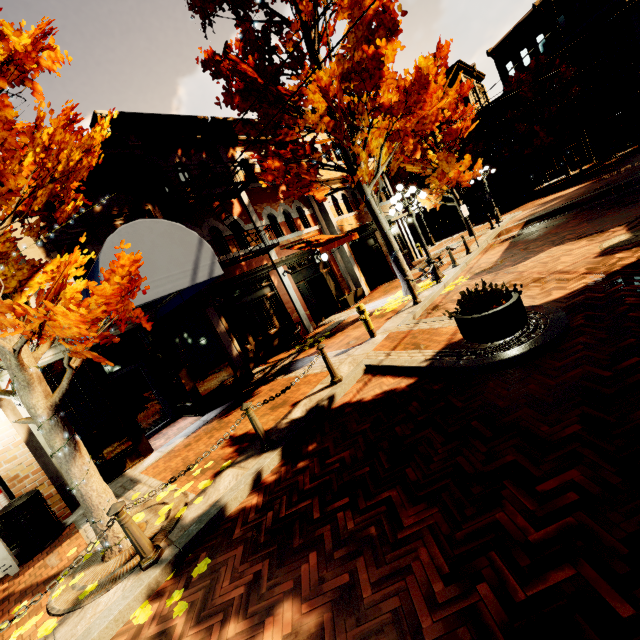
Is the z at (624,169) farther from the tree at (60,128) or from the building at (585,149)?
the building at (585,149)

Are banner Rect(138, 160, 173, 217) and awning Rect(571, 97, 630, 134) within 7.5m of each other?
no

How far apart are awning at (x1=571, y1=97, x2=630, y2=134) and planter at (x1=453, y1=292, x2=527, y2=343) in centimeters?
3000cm

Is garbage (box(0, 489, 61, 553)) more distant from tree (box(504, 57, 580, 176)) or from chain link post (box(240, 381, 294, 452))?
tree (box(504, 57, 580, 176))

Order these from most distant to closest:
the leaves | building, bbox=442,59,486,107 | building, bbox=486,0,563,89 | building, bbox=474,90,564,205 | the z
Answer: building, bbox=442,59,486,107 → building, bbox=474,90,564,205 → building, bbox=486,0,563,89 → the z → the leaves

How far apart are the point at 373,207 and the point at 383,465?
9.0 meters

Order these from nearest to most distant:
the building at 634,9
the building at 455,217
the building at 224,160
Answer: the building at 224,160 → the building at 634,9 → the building at 455,217

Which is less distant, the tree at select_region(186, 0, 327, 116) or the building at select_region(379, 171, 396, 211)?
the tree at select_region(186, 0, 327, 116)
